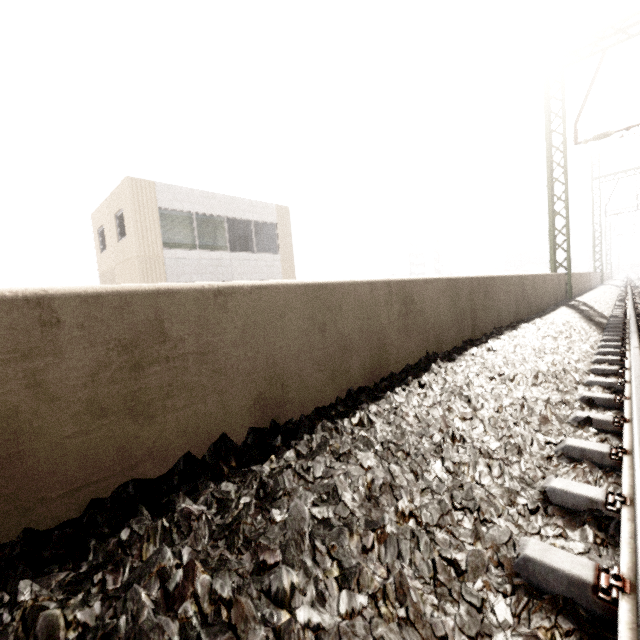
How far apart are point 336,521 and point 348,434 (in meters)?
0.66
